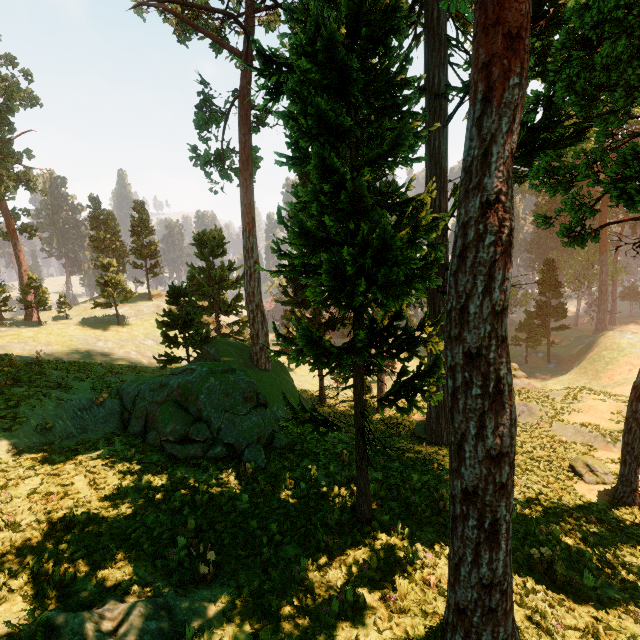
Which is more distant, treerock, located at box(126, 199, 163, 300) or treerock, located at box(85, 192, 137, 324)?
treerock, located at box(126, 199, 163, 300)

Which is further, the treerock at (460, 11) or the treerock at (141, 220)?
the treerock at (141, 220)

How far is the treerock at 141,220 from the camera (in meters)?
51.41

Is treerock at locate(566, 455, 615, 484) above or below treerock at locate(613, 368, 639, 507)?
below

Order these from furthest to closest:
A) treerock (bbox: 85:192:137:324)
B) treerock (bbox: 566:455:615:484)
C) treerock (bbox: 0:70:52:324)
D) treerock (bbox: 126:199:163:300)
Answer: treerock (bbox: 126:199:163:300) < treerock (bbox: 85:192:137:324) < treerock (bbox: 0:70:52:324) < treerock (bbox: 566:455:615:484)

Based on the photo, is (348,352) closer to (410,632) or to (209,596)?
(410,632)
